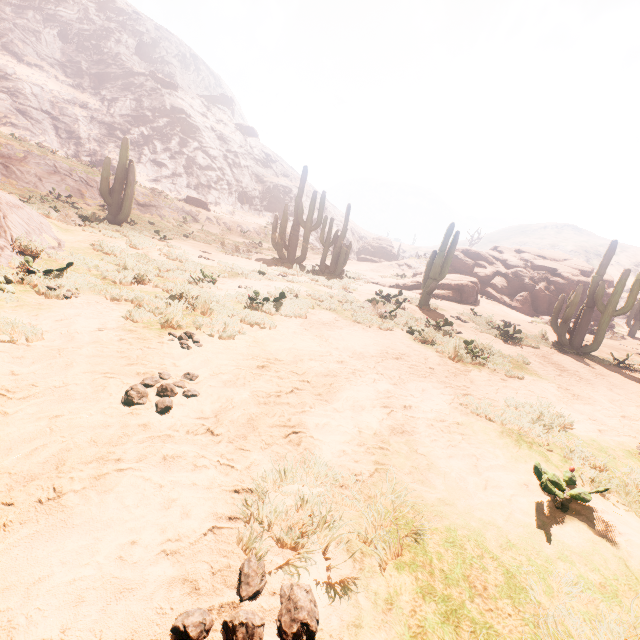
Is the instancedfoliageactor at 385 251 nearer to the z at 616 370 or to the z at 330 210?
the z at 330 210

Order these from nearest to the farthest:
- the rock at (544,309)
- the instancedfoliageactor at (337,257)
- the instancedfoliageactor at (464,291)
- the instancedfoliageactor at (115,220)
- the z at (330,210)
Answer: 1. the instancedfoliageactor at (464,291)
2. the instancedfoliageactor at (115,220)
3. the instancedfoliageactor at (337,257)
4. the rock at (544,309)
5. the z at (330,210)

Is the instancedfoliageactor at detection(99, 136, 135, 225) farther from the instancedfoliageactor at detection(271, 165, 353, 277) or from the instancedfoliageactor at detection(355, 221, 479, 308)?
the instancedfoliageactor at detection(355, 221, 479, 308)

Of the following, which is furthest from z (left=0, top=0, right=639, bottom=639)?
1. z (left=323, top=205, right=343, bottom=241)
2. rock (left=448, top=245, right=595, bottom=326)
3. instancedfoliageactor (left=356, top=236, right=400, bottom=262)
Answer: instancedfoliageactor (left=356, top=236, right=400, bottom=262)

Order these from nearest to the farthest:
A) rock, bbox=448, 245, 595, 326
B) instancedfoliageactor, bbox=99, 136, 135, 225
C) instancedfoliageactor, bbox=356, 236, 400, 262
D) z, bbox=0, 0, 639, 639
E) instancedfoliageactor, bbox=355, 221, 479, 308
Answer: z, bbox=0, 0, 639, 639 → instancedfoliageactor, bbox=355, 221, 479, 308 → instancedfoliageactor, bbox=99, 136, 135, 225 → rock, bbox=448, 245, 595, 326 → instancedfoliageactor, bbox=356, 236, 400, 262

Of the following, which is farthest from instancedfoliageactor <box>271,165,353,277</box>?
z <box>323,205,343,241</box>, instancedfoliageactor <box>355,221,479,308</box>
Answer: z <box>323,205,343,241</box>

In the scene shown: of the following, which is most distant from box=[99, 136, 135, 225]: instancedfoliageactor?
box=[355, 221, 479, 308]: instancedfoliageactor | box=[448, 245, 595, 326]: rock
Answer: box=[448, 245, 595, 326]: rock

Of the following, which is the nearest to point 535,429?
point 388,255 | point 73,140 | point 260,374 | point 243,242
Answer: point 260,374
